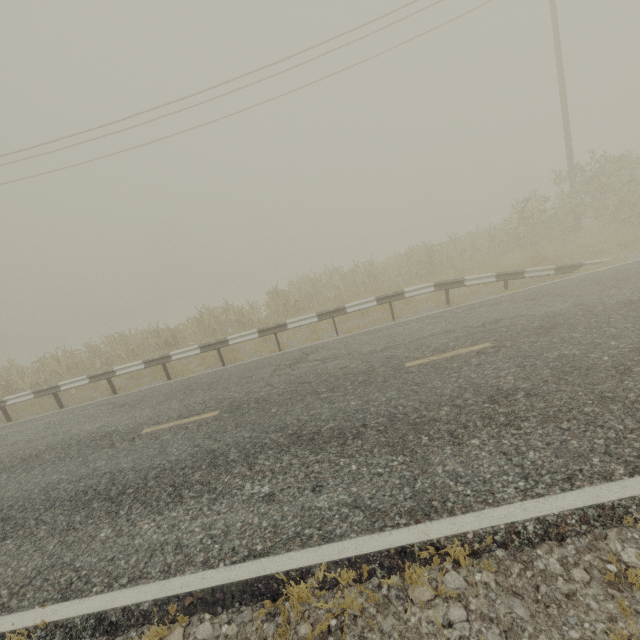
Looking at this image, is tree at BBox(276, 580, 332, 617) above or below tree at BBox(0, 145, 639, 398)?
below

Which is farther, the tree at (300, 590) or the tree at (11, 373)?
the tree at (11, 373)

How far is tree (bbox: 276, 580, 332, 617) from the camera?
2.8 meters

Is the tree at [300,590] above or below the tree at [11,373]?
below

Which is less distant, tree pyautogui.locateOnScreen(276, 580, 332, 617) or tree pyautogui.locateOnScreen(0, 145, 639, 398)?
tree pyautogui.locateOnScreen(276, 580, 332, 617)

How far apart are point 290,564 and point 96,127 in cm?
1802
